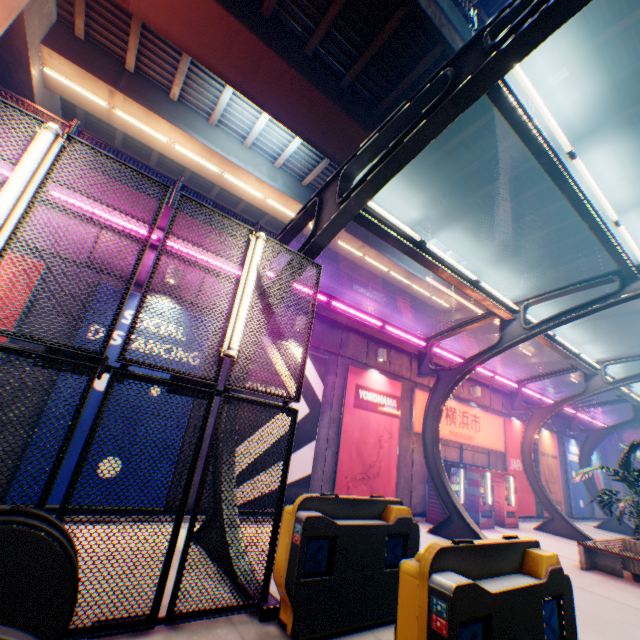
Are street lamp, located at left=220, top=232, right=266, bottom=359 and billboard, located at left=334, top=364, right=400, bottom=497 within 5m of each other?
no

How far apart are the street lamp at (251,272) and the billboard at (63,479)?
3.85m

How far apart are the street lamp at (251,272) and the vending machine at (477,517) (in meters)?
11.79

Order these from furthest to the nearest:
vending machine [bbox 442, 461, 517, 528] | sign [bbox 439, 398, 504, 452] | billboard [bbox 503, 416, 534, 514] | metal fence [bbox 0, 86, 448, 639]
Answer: billboard [bbox 503, 416, 534, 514], sign [bbox 439, 398, 504, 452], vending machine [bbox 442, 461, 517, 528], metal fence [bbox 0, 86, 448, 639]

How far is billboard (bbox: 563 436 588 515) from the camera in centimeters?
1884cm

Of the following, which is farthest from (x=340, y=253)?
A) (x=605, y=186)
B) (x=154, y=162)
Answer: (x=605, y=186)

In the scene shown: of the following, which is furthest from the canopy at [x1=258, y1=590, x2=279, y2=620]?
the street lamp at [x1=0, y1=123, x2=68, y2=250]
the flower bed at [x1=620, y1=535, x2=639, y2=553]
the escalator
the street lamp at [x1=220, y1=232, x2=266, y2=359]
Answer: the street lamp at [x1=0, y1=123, x2=68, y2=250]

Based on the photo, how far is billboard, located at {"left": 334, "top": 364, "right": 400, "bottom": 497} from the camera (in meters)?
9.82
